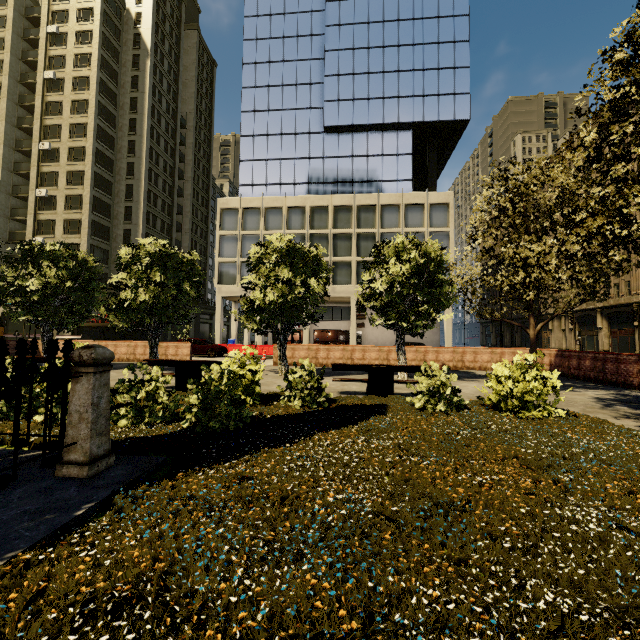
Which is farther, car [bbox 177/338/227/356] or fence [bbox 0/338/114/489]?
car [bbox 177/338/227/356]

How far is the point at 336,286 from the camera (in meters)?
33.72

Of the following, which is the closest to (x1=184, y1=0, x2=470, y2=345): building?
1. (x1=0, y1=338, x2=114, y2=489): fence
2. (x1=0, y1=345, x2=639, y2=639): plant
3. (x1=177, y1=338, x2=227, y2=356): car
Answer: (x1=177, y1=338, x2=227, y2=356): car

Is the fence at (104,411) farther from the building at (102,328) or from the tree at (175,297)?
the building at (102,328)

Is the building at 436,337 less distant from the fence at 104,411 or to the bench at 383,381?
the bench at 383,381

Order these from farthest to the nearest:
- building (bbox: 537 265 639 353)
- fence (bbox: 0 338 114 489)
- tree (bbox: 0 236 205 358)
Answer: building (bbox: 537 265 639 353), tree (bbox: 0 236 205 358), fence (bbox: 0 338 114 489)

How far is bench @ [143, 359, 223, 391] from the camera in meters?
9.2 m

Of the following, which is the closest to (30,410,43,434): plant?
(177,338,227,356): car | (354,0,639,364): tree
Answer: (354,0,639,364): tree
